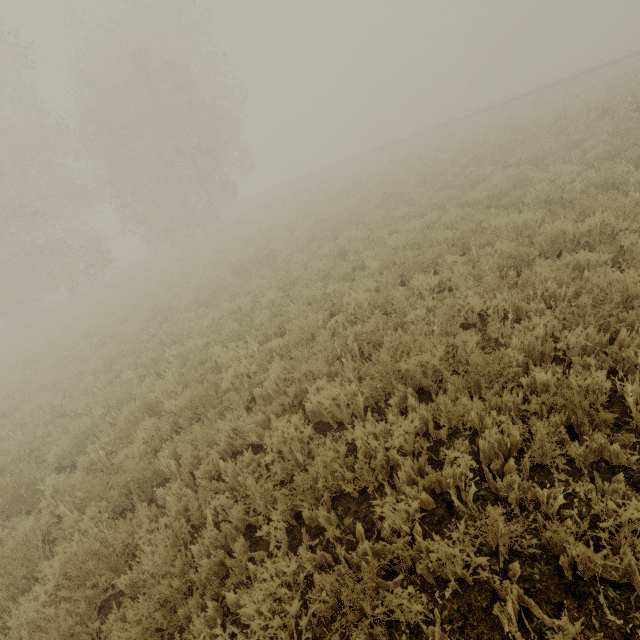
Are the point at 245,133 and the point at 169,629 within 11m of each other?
no
